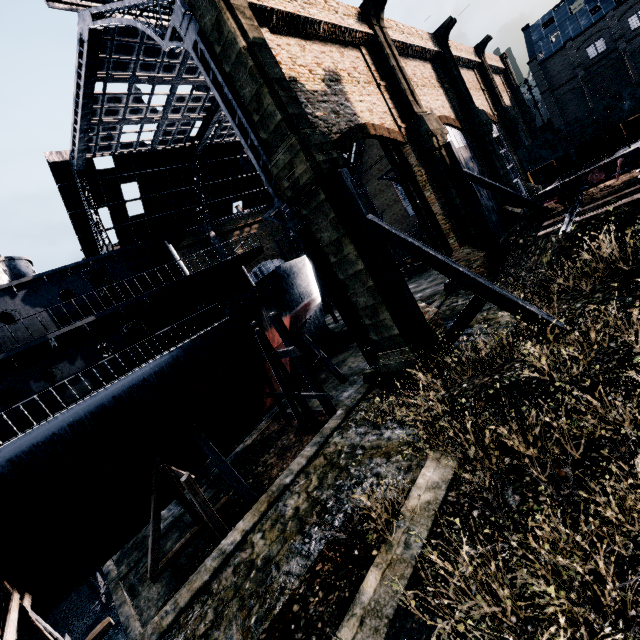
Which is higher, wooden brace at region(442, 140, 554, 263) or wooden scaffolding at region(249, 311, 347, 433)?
wooden brace at region(442, 140, 554, 263)

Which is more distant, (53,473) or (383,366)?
(383,366)

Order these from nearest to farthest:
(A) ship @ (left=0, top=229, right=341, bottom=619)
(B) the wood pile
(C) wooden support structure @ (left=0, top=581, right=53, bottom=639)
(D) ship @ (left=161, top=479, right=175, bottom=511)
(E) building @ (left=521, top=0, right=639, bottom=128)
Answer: (C) wooden support structure @ (left=0, top=581, right=53, bottom=639)
(A) ship @ (left=0, top=229, right=341, bottom=619)
(D) ship @ (left=161, top=479, right=175, bottom=511)
(B) the wood pile
(E) building @ (left=521, top=0, right=639, bottom=128)

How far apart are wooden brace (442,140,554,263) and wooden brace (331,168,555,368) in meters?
11.7 m

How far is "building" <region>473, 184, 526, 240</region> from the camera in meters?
27.2 m

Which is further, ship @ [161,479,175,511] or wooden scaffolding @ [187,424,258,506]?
ship @ [161,479,175,511]

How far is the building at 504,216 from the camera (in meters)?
27.19
